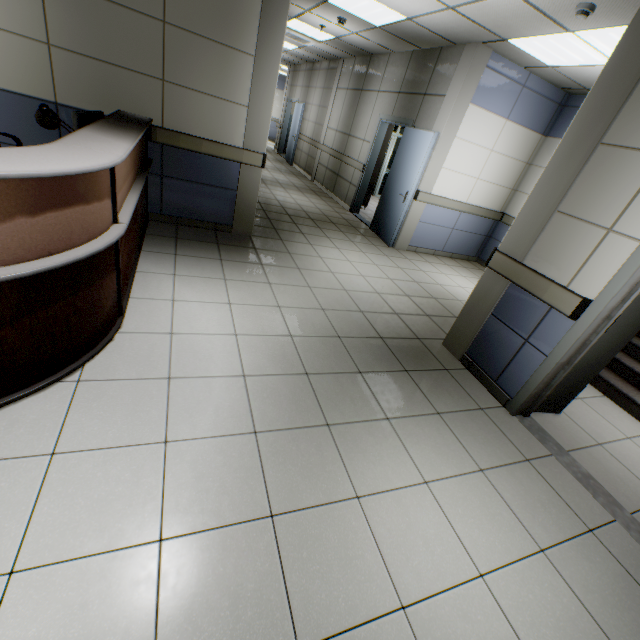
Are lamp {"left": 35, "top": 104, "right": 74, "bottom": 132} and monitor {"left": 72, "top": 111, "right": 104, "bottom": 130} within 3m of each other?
yes

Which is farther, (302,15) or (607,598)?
(302,15)

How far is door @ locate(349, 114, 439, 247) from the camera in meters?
5.6

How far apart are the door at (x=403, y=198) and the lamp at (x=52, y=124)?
4.9 meters

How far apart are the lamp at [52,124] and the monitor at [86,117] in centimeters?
49cm

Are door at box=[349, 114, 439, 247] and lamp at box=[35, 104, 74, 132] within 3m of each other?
no

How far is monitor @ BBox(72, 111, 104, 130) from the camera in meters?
2.7 m

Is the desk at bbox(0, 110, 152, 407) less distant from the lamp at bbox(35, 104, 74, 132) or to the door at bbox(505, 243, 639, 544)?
the lamp at bbox(35, 104, 74, 132)
